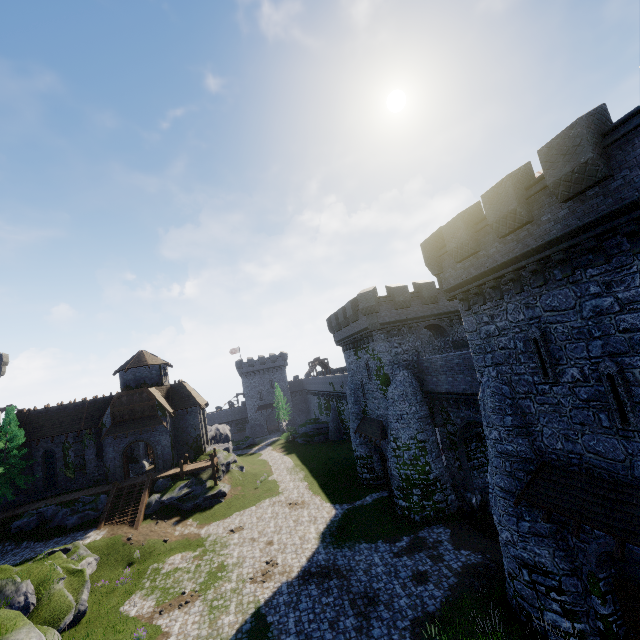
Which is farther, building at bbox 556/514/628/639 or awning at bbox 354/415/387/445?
awning at bbox 354/415/387/445

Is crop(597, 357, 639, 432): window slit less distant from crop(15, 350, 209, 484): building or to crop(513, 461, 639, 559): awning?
crop(513, 461, 639, 559): awning

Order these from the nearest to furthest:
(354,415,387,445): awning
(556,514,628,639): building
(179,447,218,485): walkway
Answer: (556,514,628,639): building → (354,415,387,445): awning → (179,447,218,485): walkway

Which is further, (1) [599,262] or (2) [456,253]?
(2) [456,253]

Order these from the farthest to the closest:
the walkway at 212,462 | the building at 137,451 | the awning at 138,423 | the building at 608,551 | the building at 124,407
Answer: the building at 137,451 → the building at 124,407 → the awning at 138,423 → the walkway at 212,462 → the building at 608,551

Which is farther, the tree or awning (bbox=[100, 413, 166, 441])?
awning (bbox=[100, 413, 166, 441])

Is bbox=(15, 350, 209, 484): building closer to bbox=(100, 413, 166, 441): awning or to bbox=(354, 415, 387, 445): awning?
bbox=(100, 413, 166, 441): awning

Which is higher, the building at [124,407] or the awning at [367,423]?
the building at [124,407]
